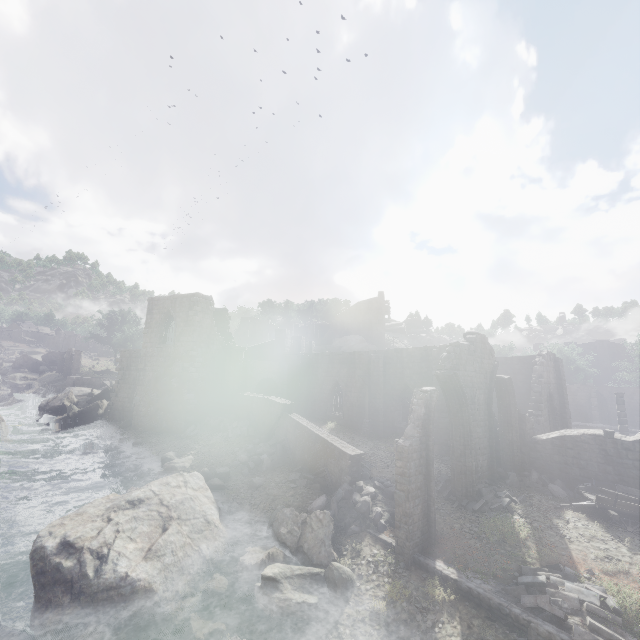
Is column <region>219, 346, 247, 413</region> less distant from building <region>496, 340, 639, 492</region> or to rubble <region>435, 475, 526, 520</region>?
building <region>496, 340, 639, 492</region>

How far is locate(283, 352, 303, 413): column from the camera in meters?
33.0 m

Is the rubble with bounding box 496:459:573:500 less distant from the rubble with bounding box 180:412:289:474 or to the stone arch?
the rubble with bounding box 180:412:289:474

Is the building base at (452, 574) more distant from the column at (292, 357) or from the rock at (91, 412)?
the rock at (91, 412)

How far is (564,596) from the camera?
8.6 meters

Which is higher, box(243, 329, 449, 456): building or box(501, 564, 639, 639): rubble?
box(243, 329, 449, 456): building

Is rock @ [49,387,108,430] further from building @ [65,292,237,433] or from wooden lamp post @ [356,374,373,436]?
wooden lamp post @ [356,374,373,436]

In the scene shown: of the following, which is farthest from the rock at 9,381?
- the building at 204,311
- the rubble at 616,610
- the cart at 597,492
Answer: the cart at 597,492
